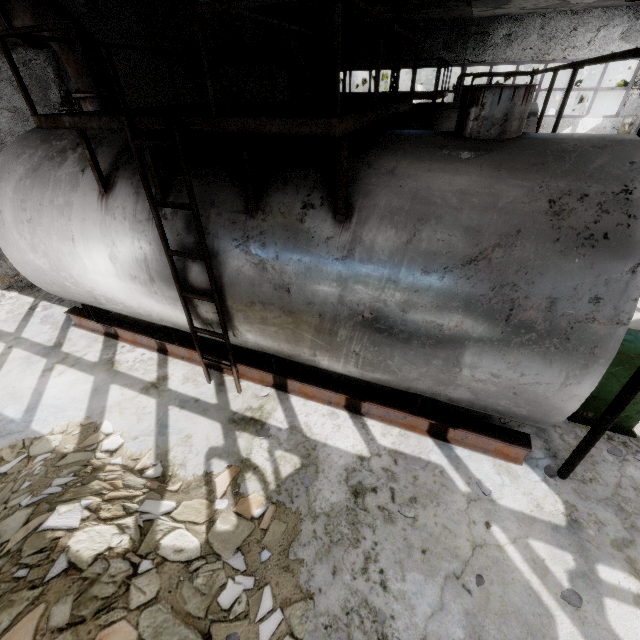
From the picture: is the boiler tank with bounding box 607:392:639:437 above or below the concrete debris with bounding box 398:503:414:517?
above

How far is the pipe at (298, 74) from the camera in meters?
10.4

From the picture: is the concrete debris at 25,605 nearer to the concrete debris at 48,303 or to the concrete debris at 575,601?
the concrete debris at 575,601

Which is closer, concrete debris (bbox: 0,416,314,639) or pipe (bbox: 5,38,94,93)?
concrete debris (bbox: 0,416,314,639)

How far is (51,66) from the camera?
8.02m

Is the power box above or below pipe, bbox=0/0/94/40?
below

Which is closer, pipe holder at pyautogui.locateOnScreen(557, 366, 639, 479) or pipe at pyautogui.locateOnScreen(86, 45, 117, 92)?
pipe holder at pyautogui.locateOnScreen(557, 366, 639, 479)

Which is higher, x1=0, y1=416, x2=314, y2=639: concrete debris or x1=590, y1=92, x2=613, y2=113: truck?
x1=590, y1=92, x2=613, y2=113: truck
